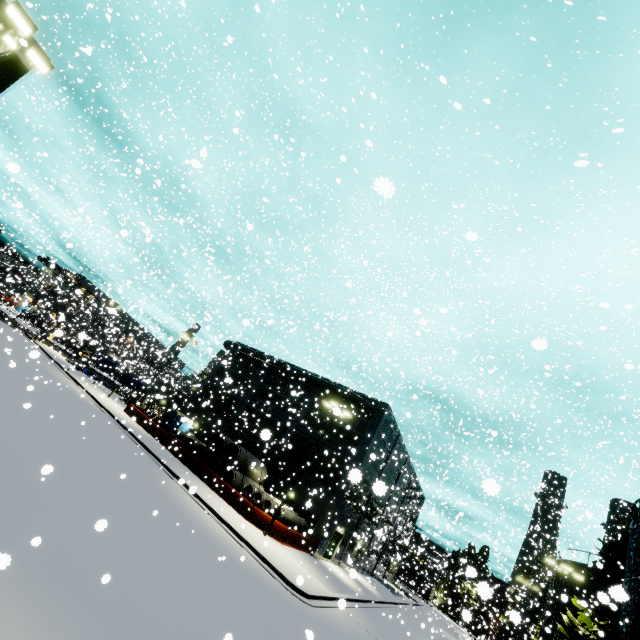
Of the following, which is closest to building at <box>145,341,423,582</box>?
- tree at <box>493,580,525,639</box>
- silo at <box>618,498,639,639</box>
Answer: silo at <box>618,498,639,639</box>

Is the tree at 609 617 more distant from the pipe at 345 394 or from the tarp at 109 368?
the tarp at 109 368

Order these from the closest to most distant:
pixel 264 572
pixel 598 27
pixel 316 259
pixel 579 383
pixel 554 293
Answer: pixel 579 383 → pixel 264 572 → pixel 316 259 → pixel 598 27 → pixel 554 293

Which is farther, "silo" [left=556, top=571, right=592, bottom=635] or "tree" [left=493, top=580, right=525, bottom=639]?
"silo" [left=556, top=571, right=592, bottom=635]

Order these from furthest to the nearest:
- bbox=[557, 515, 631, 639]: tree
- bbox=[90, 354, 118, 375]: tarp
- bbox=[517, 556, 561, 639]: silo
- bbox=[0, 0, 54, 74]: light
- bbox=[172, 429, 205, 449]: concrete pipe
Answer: bbox=[90, 354, 118, 375]: tarp < bbox=[172, 429, 205, 449]: concrete pipe < bbox=[517, 556, 561, 639]: silo < bbox=[557, 515, 631, 639]: tree < bbox=[0, 0, 54, 74]: light

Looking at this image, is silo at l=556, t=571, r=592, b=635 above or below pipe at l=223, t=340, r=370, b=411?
below

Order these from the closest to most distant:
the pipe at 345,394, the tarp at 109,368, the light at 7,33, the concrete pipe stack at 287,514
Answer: the light at 7,33, the concrete pipe stack at 287,514, the pipe at 345,394, the tarp at 109,368

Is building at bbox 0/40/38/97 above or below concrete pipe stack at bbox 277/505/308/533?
above
